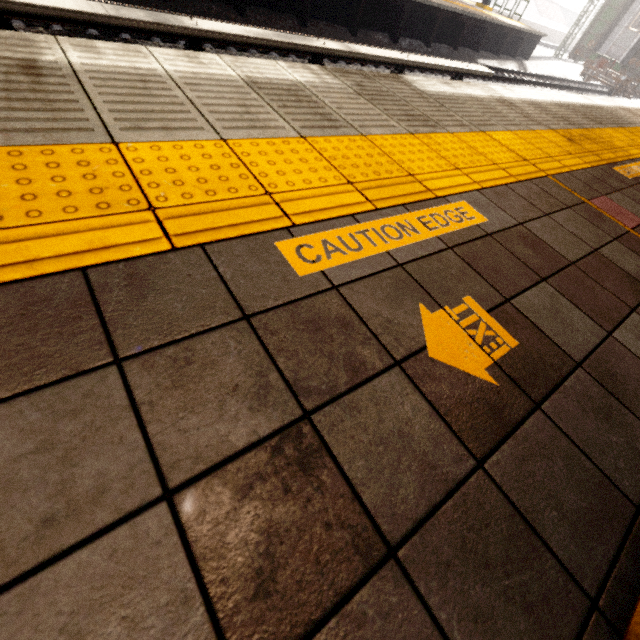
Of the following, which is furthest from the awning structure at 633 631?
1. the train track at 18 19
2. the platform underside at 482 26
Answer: the platform underside at 482 26

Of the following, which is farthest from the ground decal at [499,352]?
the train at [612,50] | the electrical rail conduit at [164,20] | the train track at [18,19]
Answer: the train at [612,50]

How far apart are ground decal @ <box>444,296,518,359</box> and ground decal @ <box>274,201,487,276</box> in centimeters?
30cm

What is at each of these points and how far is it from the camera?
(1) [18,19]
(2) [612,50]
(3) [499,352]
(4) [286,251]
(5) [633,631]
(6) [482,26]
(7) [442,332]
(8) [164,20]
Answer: (1) train track, 5.0m
(2) train, 16.9m
(3) ground decal, 1.2m
(4) ground decal, 1.3m
(5) awning structure, 0.7m
(6) platform underside, 13.7m
(7) ground decal, 1.2m
(8) electrical rail conduit, 4.8m

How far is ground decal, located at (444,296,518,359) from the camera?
1.2 meters

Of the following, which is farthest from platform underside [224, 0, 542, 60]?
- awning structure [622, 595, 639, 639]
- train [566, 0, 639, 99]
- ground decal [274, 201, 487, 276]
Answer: ground decal [274, 201, 487, 276]
